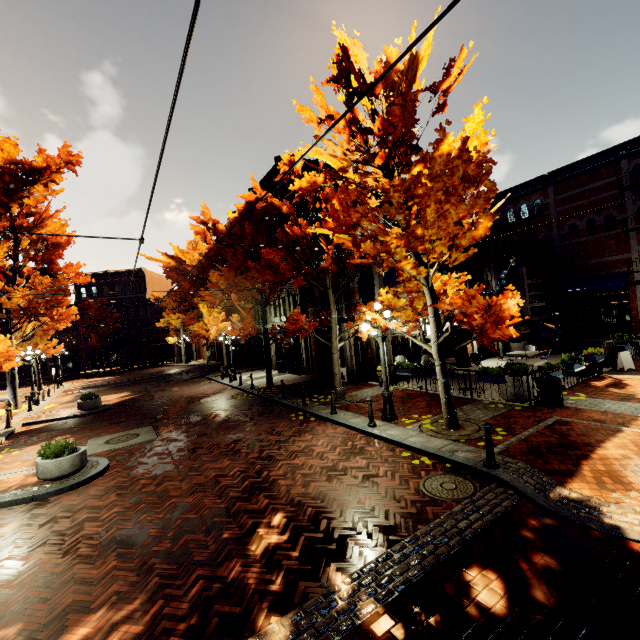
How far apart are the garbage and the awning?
47.3m

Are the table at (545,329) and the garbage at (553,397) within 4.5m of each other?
yes

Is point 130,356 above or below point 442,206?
below

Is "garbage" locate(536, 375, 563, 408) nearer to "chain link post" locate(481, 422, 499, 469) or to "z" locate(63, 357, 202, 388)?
"chain link post" locate(481, 422, 499, 469)

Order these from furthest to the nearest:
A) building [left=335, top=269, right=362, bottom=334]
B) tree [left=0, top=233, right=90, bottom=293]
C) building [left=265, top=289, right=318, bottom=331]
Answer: building [left=265, top=289, right=318, bottom=331], tree [left=0, top=233, right=90, bottom=293], building [left=335, top=269, right=362, bottom=334]

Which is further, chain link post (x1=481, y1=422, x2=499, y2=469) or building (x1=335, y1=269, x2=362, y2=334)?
building (x1=335, y1=269, x2=362, y2=334)

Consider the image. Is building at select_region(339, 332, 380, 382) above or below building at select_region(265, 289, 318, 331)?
below

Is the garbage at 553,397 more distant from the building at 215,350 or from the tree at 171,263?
the building at 215,350
